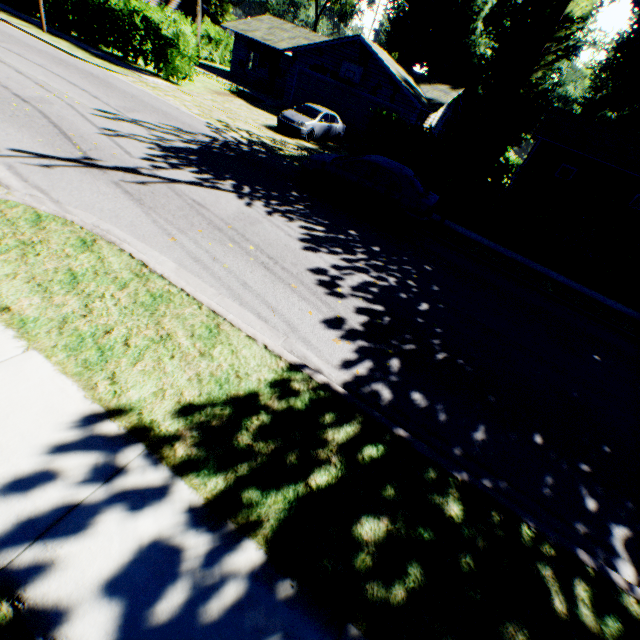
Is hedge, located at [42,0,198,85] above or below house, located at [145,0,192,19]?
below

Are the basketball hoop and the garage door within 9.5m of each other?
yes

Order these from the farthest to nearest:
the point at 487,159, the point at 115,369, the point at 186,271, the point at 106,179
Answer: the point at 487,159 → the point at 106,179 → the point at 186,271 → the point at 115,369

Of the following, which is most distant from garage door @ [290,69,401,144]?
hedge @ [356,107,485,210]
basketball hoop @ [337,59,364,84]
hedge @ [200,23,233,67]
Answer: hedge @ [200,23,233,67]

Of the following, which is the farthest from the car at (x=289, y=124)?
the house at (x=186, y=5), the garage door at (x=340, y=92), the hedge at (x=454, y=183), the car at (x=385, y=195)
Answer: the house at (x=186, y=5)

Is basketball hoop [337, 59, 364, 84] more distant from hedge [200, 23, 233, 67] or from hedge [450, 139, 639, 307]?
hedge [200, 23, 233, 67]

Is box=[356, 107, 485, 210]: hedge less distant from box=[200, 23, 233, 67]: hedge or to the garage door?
the garage door

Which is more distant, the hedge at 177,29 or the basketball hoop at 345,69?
the basketball hoop at 345,69
